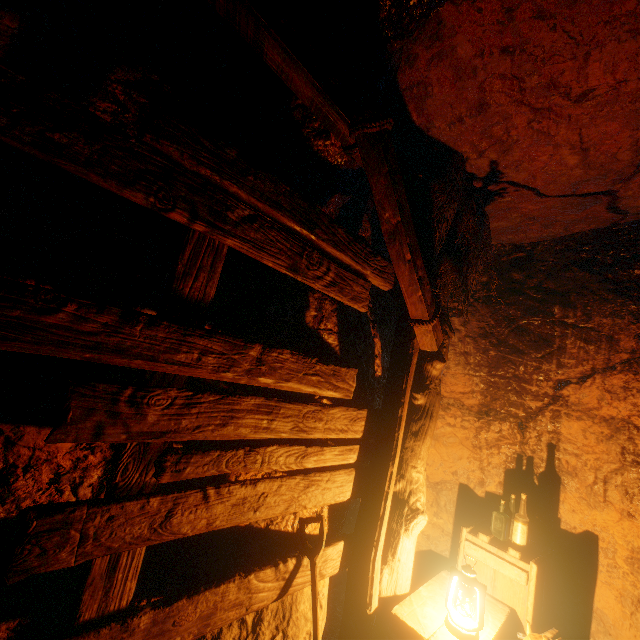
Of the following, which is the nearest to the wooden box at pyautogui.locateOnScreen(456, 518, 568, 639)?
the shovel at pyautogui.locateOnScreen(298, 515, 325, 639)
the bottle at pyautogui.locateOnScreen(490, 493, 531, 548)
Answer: the bottle at pyautogui.locateOnScreen(490, 493, 531, 548)

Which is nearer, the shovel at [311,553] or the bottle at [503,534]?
the shovel at [311,553]

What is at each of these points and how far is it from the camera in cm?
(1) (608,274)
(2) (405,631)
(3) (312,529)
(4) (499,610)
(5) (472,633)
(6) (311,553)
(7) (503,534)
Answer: (1) z, 363
(2) wooden box, 237
(3) z, 247
(4) wooden box, 272
(5) lantern, 230
(6) shovel, 220
(7) bottle, 311

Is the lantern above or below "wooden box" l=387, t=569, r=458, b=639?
above

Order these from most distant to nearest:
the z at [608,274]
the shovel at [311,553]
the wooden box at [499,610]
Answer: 1. the wooden box at [499,610]
2. the shovel at [311,553]
3. the z at [608,274]

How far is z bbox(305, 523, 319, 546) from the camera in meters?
2.4

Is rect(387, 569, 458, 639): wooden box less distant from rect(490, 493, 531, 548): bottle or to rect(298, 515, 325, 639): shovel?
rect(490, 493, 531, 548): bottle

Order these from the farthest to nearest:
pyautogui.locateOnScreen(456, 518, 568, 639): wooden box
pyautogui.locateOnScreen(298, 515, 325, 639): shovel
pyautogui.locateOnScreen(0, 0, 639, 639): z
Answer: pyautogui.locateOnScreen(456, 518, 568, 639): wooden box → pyautogui.locateOnScreen(298, 515, 325, 639): shovel → pyautogui.locateOnScreen(0, 0, 639, 639): z
